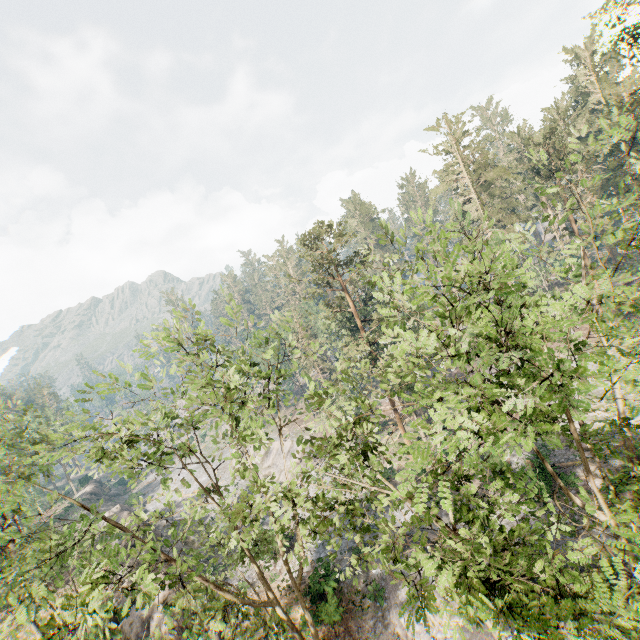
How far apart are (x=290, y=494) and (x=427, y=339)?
6.3 meters

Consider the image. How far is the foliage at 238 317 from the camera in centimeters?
1203cm

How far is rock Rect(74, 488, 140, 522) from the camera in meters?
40.1

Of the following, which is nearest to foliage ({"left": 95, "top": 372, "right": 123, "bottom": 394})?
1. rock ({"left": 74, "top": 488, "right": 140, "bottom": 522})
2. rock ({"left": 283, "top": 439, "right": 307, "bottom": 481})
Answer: rock ({"left": 283, "top": 439, "right": 307, "bottom": 481})

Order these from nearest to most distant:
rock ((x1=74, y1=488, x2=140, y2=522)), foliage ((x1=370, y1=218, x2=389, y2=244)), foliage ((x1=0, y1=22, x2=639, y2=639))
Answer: foliage ((x1=0, y1=22, x2=639, y2=639)) → foliage ((x1=370, y1=218, x2=389, y2=244)) → rock ((x1=74, y1=488, x2=140, y2=522))

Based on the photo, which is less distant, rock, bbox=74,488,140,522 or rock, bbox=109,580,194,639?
rock, bbox=109,580,194,639

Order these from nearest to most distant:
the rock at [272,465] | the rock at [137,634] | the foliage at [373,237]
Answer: the foliage at [373,237] → the rock at [137,634] → the rock at [272,465]

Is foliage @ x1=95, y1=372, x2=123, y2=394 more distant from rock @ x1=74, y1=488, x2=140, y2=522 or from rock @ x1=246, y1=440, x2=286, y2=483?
rock @ x1=74, y1=488, x2=140, y2=522
